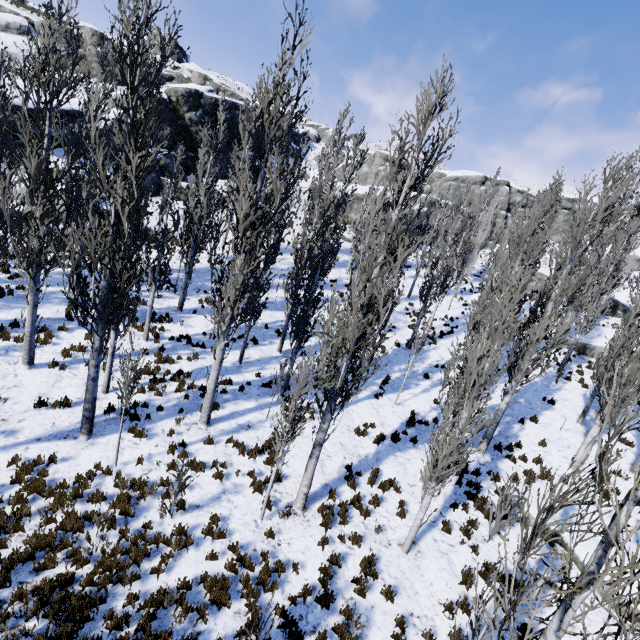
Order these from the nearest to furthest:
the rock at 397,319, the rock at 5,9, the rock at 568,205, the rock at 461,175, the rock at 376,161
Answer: the rock at 397,319, the rock at 5,9, the rock at 376,161, the rock at 461,175, the rock at 568,205

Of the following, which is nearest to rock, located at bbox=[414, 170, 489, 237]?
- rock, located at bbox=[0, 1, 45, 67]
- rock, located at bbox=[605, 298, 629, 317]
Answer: rock, located at bbox=[605, 298, 629, 317]

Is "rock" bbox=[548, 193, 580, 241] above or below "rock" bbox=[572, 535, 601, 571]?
above

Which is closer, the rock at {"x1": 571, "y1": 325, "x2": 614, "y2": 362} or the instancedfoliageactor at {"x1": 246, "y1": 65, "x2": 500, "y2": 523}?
the instancedfoliageactor at {"x1": 246, "y1": 65, "x2": 500, "y2": 523}

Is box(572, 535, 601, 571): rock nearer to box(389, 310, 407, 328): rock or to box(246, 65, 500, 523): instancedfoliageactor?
box(246, 65, 500, 523): instancedfoliageactor

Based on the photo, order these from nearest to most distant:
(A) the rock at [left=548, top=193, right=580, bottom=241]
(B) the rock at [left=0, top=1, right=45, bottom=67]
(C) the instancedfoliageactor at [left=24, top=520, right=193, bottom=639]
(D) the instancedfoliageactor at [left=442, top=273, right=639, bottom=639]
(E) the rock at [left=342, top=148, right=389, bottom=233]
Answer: (D) the instancedfoliageactor at [left=442, top=273, right=639, bottom=639] → (C) the instancedfoliageactor at [left=24, top=520, right=193, bottom=639] → (B) the rock at [left=0, top=1, right=45, bottom=67] → (E) the rock at [left=342, top=148, right=389, bottom=233] → (A) the rock at [left=548, top=193, right=580, bottom=241]

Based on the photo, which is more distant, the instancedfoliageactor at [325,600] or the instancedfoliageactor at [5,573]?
the instancedfoliageactor at [325,600]

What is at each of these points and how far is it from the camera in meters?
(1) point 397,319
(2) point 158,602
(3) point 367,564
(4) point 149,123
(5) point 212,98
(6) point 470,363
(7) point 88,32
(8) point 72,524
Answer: (1) rock, 23.6 m
(2) instancedfoliageactor, 6.0 m
(3) instancedfoliageactor, 7.8 m
(4) instancedfoliageactor, 7.4 m
(5) rock, 31.9 m
(6) instancedfoliageactor, 7.1 m
(7) rock, 38.0 m
(8) instancedfoliageactor, 6.9 m
